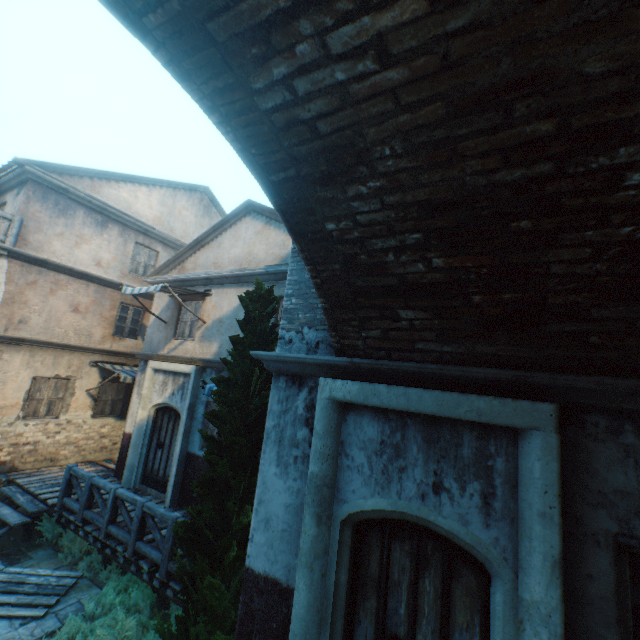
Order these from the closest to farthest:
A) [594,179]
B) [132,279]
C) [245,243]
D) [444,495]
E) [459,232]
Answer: [594,179], [459,232], [444,495], [245,243], [132,279]

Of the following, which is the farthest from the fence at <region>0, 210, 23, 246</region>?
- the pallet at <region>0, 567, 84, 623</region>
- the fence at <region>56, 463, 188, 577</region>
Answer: the pallet at <region>0, 567, 84, 623</region>

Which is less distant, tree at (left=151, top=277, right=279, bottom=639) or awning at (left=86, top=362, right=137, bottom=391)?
tree at (left=151, top=277, right=279, bottom=639)

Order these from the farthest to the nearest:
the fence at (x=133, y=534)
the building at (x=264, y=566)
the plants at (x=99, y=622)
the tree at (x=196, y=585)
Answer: the fence at (x=133, y=534) < the plants at (x=99, y=622) < the tree at (x=196, y=585) < the building at (x=264, y=566)

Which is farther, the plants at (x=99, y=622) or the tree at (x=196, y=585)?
the plants at (x=99, y=622)

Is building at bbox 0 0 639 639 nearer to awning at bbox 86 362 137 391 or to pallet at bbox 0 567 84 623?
awning at bbox 86 362 137 391

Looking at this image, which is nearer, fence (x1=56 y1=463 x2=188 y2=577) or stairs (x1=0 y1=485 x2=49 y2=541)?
fence (x1=56 y1=463 x2=188 y2=577)

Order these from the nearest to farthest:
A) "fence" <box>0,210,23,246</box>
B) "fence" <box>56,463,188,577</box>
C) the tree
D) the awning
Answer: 1. the tree
2. "fence" <box>56,463,188,577</box>
3. "fence" <box>0,210,23,246</box>
4. the awning
